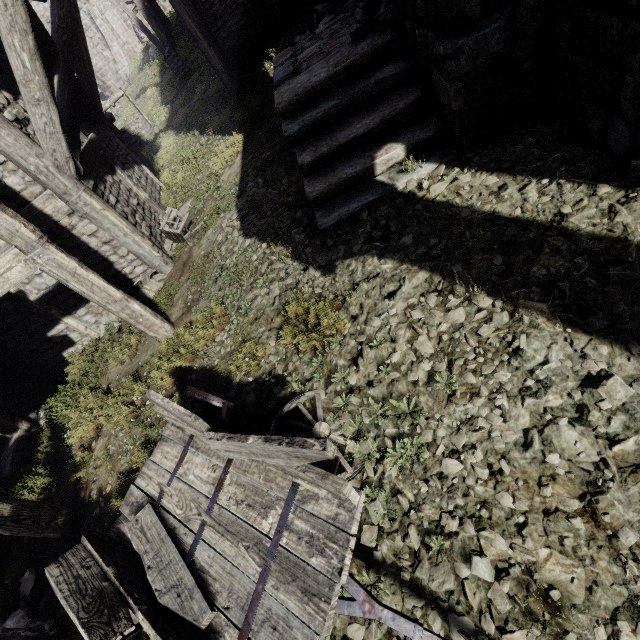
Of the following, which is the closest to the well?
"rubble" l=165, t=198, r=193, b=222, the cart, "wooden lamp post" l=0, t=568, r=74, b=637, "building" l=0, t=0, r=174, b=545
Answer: "building" l=0, t=0, r=174, b=545

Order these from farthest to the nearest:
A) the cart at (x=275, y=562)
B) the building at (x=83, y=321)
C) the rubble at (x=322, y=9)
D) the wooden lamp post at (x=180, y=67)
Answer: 1. the wooden lamp post at (x=180, y=67)
2. the rubble at (x=322, y=9)
3. the building at (x=83, y=321)
4. the cart at (x=275, y=562)

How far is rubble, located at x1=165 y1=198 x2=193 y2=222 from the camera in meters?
8.8 m

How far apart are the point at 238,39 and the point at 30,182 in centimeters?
980cm

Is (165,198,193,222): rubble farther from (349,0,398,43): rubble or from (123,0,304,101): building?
(349,0,398,43): rubble

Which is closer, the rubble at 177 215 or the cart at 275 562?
the cart at 275 562

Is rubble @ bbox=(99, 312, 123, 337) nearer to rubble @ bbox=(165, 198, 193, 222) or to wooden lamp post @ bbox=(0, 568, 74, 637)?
rubble @ bbox=(165, 198, 193, 222)

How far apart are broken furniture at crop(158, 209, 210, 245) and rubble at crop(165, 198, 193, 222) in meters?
0.0 m
